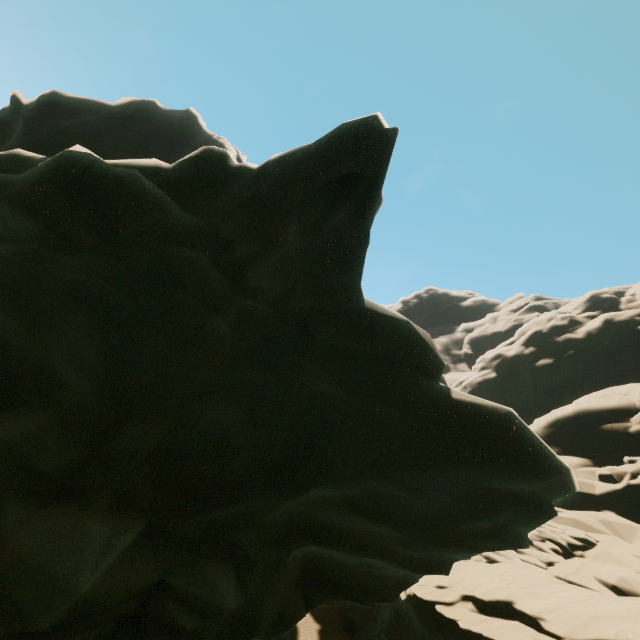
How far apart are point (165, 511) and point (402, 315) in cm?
397
